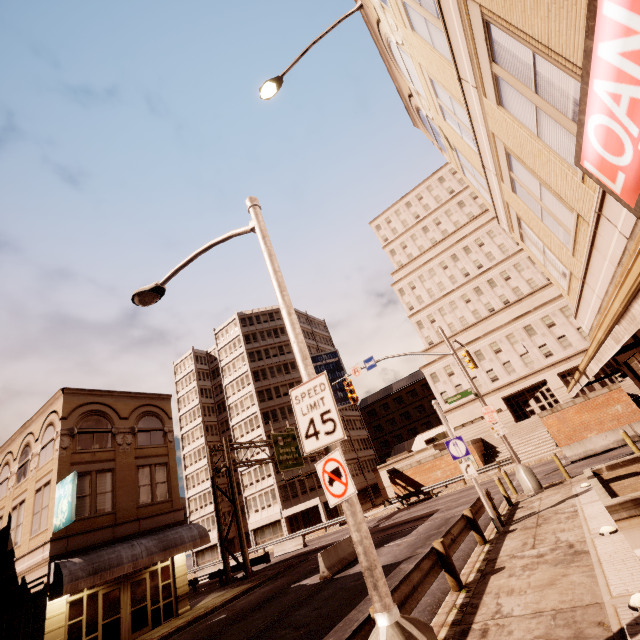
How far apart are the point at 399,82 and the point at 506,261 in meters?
40.6

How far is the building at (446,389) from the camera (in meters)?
43.41

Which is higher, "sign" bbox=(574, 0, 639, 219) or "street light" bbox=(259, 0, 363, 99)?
"street light" bbox=(259, 0, 363, 99)

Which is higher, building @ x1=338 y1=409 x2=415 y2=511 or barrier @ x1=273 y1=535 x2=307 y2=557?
building @ x1=338 y1=409 x2=415 y2=511

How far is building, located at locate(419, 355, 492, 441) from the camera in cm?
4341

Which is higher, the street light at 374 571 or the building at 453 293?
the building at 453 293

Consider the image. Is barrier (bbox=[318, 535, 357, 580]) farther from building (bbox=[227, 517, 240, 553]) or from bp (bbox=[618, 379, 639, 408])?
bp (bbox=[618, 379, 639, 408])

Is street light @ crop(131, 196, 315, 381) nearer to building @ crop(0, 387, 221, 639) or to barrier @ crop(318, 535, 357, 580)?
barrier @ crop(318, 535, 357, 580)
